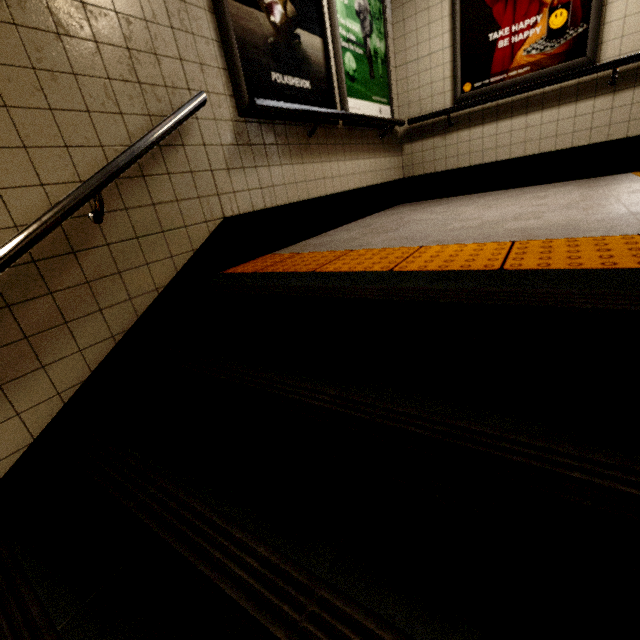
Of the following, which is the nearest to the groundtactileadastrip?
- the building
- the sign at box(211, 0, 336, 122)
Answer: the building

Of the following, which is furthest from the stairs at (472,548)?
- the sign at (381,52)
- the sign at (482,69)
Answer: the sign at (482,69)

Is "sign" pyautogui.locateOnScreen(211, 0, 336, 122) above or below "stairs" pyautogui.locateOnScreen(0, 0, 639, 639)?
above

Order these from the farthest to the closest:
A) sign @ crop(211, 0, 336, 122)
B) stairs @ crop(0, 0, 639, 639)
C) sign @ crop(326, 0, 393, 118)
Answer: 1. sign @ crop(326, 0, 393, 118)
2. sign @ crop(211, 0, 336, 122)
3. stairs @ crop(0, 0, 639, 639)

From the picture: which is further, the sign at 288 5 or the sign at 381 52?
the sign at 381 52

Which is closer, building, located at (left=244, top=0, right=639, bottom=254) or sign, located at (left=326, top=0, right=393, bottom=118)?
building, located at (left=244, top=0, right=639, bottom=254)

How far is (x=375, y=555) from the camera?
0.81m

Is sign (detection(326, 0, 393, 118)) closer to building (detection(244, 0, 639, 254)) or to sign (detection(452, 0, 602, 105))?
building (detection(244, 0, 639, 254))
